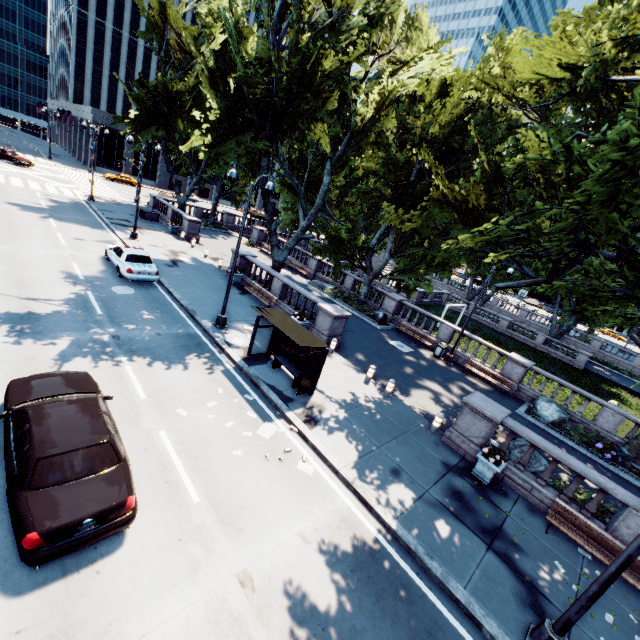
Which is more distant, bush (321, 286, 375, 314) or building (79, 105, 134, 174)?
building (79, 105, 134, 174)

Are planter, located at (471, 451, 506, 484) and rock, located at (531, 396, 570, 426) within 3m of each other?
no

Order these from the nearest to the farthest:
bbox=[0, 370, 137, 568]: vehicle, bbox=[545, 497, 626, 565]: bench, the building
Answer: bbox=[0, 370, 137, 568]: vehicle, bbox=[545, 497, 626, 565]: bench, the building

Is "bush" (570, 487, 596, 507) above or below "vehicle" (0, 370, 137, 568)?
below

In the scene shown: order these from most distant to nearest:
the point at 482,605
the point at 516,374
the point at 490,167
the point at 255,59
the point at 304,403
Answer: the point at 516,374 < the point at 255,59 < the point at 490,167 < the point at 304,403 < the point at 482,605

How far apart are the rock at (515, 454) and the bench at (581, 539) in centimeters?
173cm

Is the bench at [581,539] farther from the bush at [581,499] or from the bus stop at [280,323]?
the bus stop at [280,323]

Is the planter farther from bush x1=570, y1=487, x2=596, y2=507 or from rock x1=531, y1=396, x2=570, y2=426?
rock x1=531, y1=396, x2=570, y2=426
